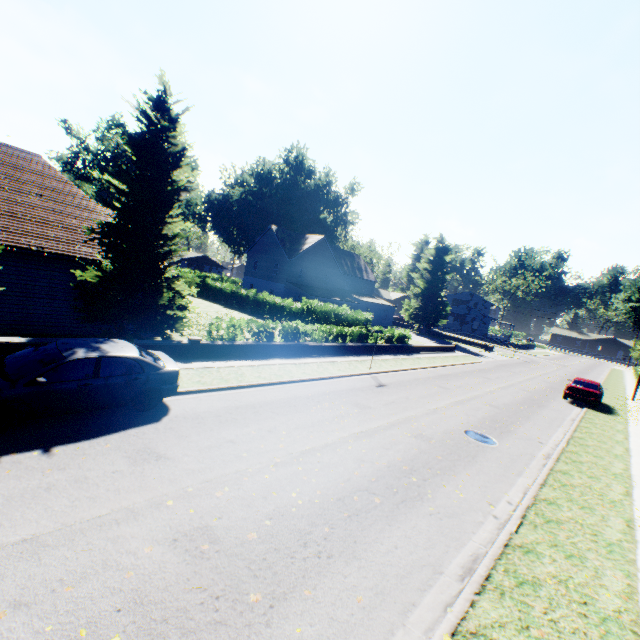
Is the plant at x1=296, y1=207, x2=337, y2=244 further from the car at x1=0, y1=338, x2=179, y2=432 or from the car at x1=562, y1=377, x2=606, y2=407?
the car at x1=0, y1=338, x2=179, y2=432

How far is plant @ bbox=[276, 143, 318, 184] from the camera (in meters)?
57.66

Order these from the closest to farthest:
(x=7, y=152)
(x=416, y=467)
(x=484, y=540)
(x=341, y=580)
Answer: (x=341, y=580) < (x=484, y=540) < (x=416, y=467) < (x=7, y=152)

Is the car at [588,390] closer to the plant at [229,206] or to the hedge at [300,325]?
the hedge at [300,325]

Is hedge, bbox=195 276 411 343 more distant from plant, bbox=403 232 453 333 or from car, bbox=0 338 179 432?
car, bbox=0 338 179 432

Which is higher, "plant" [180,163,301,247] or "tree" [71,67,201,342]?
"plant" [180,163,301,247]

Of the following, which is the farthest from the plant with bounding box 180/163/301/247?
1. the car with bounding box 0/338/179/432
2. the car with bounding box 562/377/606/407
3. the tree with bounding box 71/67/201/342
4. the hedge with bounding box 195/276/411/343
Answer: the car with bounding box 0/338/179/432

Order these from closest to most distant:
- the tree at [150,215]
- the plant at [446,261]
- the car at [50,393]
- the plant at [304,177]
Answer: the car at [50,393]
the tree at [150,215]
the plant at [446,261]
the plant at [304,177]
